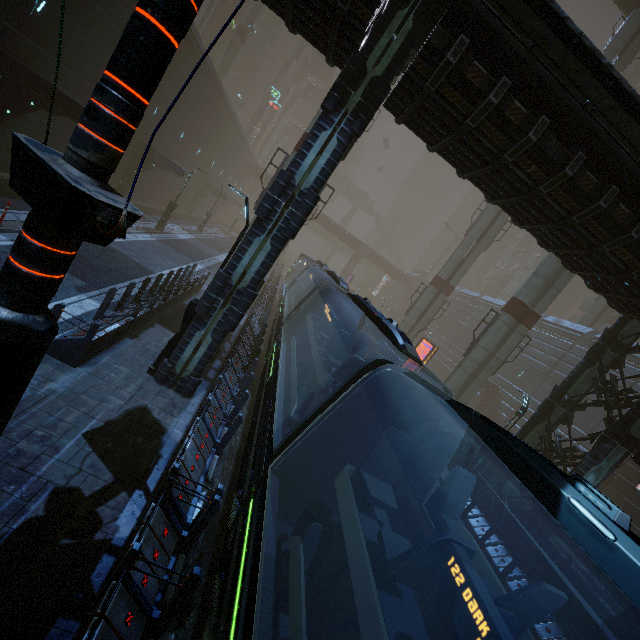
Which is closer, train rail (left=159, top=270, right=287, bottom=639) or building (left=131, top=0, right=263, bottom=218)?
train rail (left=159, top=270, right=287, bottom=639)

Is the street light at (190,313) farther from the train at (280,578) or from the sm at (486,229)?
the sm at (486,229)

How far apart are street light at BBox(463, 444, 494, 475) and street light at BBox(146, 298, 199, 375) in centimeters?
1447cm

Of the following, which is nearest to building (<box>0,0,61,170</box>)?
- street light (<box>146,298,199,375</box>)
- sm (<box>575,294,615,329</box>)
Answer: street light (<box>146,298,199,375</box>)

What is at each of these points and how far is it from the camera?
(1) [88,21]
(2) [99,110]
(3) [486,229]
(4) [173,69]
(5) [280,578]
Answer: (1) building, 15.3 meters
(2) sign, 1.9 meters
(3) sm, 29.0 meters
(4) building, 22.8 meters
(5) train, 4.7 meters

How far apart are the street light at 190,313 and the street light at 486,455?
14.5m

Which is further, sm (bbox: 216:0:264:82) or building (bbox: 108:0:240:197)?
sm (bbox: 216:0:264:82)
